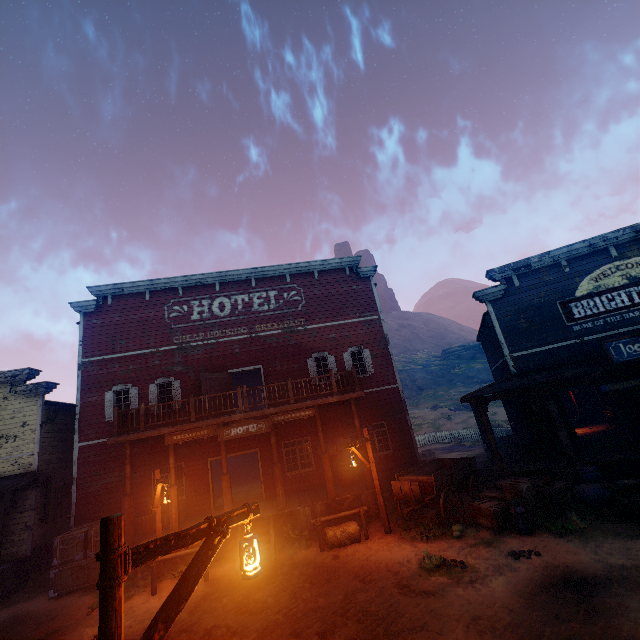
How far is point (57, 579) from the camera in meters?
11.0

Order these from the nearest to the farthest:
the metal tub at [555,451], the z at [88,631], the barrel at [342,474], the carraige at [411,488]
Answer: the z at [88,631]
the carraige at [411,488]
the metal tub at [555,451]
the barrel at [342,474]

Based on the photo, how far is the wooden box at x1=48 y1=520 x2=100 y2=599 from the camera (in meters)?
10.99

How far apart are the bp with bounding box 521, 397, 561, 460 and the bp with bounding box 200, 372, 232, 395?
12.61m

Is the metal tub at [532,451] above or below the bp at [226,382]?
below

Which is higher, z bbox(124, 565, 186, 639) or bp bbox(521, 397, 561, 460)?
bp bbox(521, 397, 561, 460)

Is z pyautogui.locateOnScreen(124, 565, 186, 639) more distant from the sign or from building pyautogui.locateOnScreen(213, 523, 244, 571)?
the sign

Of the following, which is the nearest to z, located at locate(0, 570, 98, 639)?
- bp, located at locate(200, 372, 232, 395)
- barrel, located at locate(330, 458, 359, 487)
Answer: barrel, located at locate(330, 458, 359, 487)
